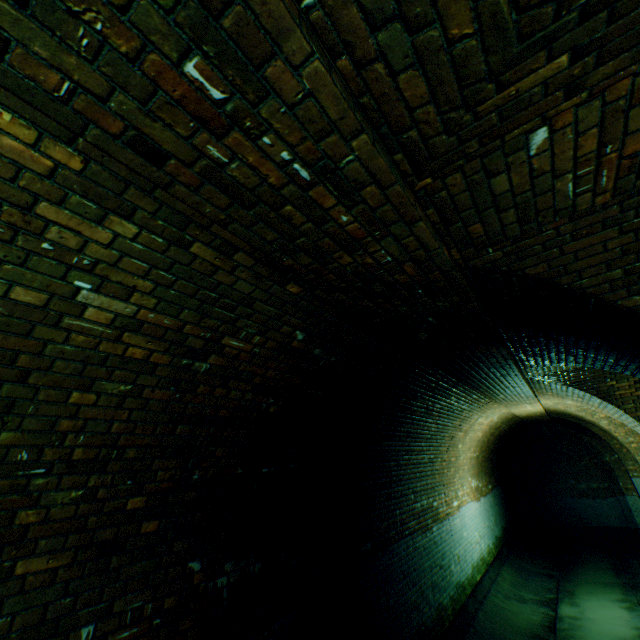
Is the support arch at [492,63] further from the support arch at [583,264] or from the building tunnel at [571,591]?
the support arch at [583,264]

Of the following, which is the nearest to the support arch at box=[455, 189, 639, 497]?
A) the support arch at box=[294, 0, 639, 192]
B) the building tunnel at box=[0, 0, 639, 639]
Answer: the building tunnel at box=[0, 0, 639, 639]

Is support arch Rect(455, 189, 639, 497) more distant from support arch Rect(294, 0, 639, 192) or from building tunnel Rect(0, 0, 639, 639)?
support arch Rect(294, 0, 639, 192)

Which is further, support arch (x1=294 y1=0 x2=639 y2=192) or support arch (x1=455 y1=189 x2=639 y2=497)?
support arch (x1=455 y1=189 x2=639 y2=497)

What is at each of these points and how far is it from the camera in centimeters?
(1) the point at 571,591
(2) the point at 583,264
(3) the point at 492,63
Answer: (1) building tunnel, 886cm
(2) support arch, 220cm
(3) support arch, 103cm

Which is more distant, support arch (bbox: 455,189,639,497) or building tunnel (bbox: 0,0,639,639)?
support arch (bbox: 455,189,639,497)
